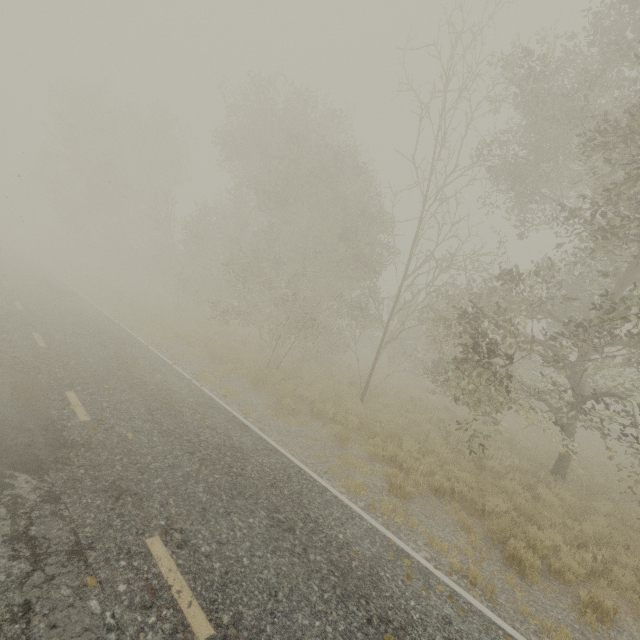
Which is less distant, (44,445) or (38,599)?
(38,599)
